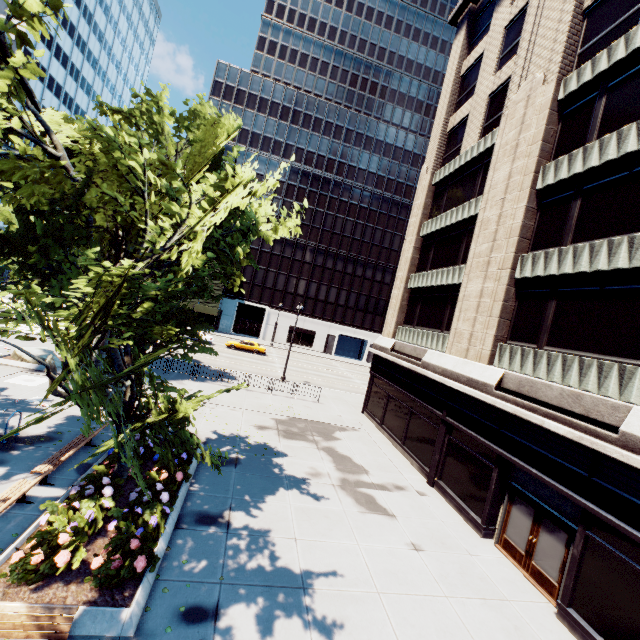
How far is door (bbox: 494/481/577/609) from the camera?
9.4 meters

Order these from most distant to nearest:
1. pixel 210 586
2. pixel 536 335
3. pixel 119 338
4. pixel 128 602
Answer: pixel 119 338 → pixel 536 335 → pixel 210 586 → pixel 128 602

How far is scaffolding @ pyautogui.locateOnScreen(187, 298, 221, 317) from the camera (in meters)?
52.34

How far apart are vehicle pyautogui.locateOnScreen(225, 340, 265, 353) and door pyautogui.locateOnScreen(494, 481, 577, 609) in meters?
33.5

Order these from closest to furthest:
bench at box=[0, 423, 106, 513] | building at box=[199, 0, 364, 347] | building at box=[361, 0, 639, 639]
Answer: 1. bench at box=[0, 423, 106, 513]
2. building at box=[361, 0, 639, 639]
3. building at box=[199, 0, 364, 347]

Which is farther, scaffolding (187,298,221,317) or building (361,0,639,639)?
scaffolding (187,298,221,317)

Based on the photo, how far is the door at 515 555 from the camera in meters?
9.4

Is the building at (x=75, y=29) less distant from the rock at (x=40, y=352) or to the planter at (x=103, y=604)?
the rock at (x=40, y=352)
